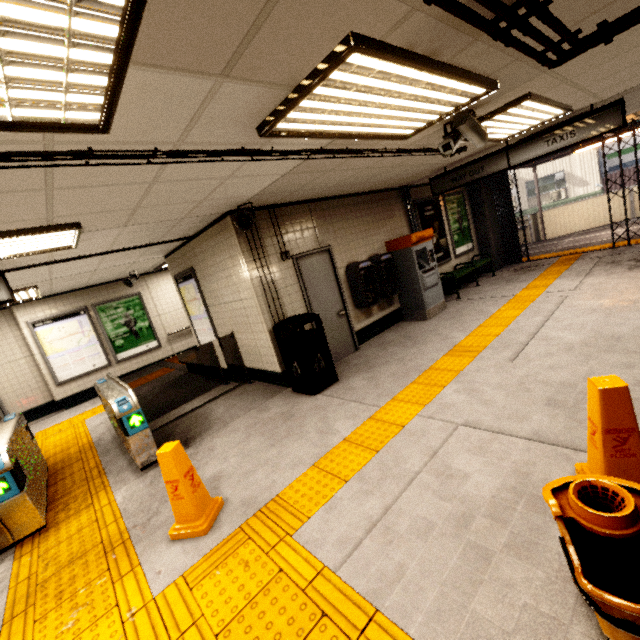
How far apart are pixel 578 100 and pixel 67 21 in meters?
5.9 m

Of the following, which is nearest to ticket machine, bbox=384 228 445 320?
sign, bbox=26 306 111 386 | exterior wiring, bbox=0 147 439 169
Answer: exterior wiring, bbox=0 147 439 169

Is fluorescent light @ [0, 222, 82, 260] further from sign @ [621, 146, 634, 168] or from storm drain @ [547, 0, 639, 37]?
sign @ [621, 146, 634, 168]

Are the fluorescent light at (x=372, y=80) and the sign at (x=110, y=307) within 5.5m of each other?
no

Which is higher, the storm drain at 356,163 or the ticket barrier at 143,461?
the storm drain at 356,163

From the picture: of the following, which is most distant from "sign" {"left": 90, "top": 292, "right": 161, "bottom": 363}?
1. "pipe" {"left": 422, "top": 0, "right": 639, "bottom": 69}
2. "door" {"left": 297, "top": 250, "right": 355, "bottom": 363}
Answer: "pipe" {"left": 422, "top": 0, "right": 639, "bottom": 69}

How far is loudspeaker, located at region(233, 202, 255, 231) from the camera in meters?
4.5 m

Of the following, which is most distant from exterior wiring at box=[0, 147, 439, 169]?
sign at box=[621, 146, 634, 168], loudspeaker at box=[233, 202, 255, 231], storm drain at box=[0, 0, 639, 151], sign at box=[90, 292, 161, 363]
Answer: sign at box=[621, 146, 634, 168]
